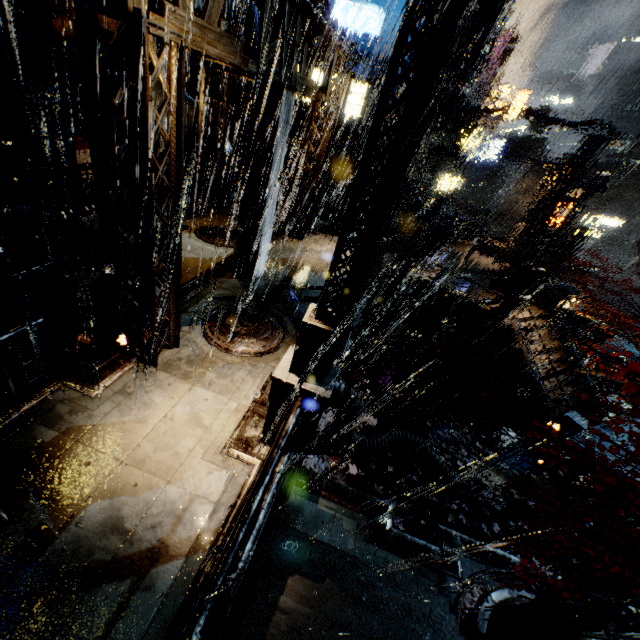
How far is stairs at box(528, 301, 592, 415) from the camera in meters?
17.7

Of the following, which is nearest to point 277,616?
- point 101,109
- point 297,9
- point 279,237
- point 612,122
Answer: point 101,109

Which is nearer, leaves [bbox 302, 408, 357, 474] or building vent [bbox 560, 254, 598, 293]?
leaves [bbox 302, 408, 357, 474]

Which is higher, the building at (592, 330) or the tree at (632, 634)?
the tree at (632, 634)

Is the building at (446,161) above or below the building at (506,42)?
below

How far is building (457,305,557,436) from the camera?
15.84m

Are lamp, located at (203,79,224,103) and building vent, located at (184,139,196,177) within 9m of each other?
yes

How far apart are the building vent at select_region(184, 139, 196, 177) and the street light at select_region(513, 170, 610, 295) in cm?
1672
